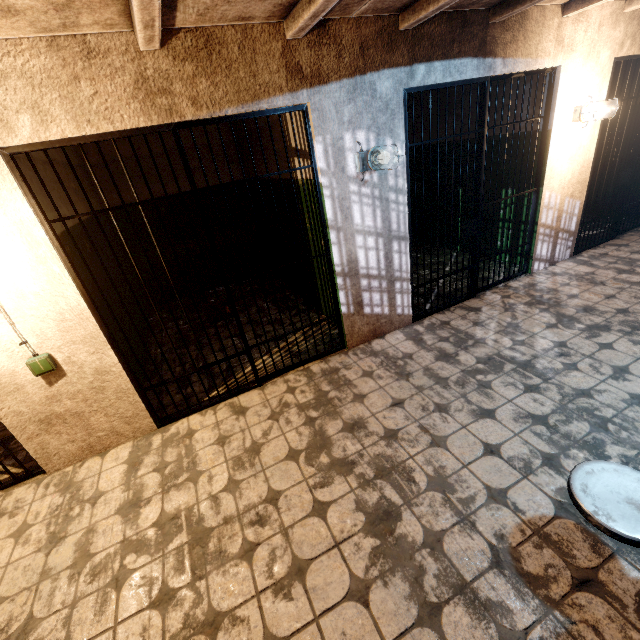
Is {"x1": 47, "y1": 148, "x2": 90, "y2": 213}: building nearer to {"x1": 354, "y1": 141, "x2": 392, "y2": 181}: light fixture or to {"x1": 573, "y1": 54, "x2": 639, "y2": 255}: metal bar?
{"x1": 354, "y1": 141, "x2": 392, "y2": 181}: light fixture

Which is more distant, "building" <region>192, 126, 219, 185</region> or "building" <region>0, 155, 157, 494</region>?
"building" <region>192, 126, 219, 185</region>

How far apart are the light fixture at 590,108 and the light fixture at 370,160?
2.7 meters

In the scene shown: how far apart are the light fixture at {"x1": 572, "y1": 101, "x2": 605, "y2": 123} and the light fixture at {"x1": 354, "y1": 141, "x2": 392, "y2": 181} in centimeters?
269cm

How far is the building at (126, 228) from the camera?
4.30m

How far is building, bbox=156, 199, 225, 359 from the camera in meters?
4.4 m

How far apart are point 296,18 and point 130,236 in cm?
457
